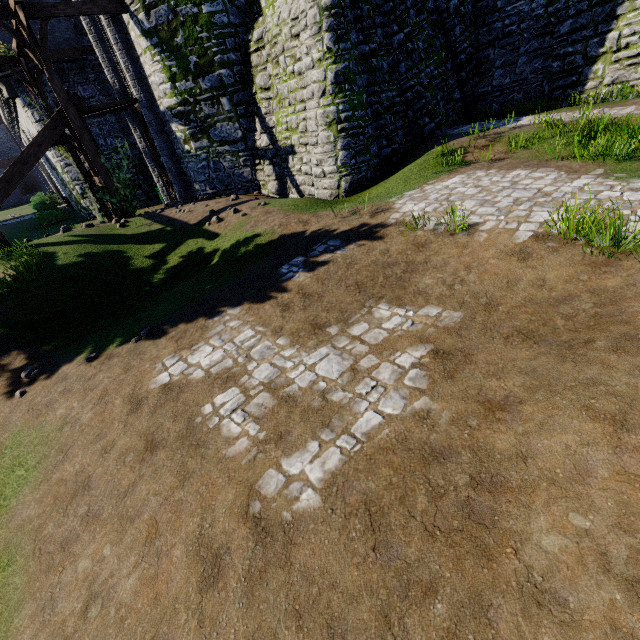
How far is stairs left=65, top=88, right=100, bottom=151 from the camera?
12.5 meters

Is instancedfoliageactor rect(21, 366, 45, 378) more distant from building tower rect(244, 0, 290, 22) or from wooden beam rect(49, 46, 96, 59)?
wooden beam rect(49, 46, 96, 59)

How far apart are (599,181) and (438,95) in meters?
8.6

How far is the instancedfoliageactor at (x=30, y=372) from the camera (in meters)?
6.02

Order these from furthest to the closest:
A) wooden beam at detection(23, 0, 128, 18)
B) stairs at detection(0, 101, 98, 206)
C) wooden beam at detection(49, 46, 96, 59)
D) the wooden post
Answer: wooden beam at detection(49, 46, 96, 59) → stairs at detection(0, 101, 98, 206) → the wooden post → wooden beam at detection(23, 0, 128, 18)

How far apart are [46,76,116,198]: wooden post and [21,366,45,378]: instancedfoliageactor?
9.66m

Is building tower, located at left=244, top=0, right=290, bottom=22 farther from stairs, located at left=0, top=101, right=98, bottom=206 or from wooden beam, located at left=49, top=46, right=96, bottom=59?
stairs, located at left=0, top=101, right=98, bottom=206

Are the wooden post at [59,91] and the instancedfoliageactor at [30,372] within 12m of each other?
yes
